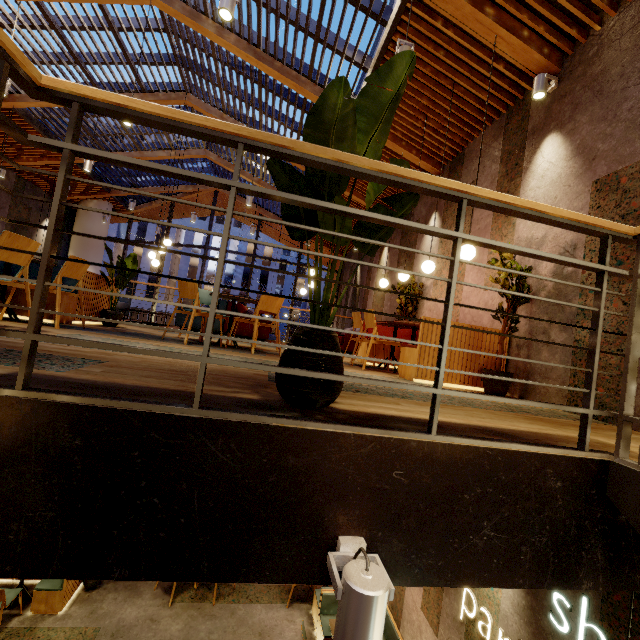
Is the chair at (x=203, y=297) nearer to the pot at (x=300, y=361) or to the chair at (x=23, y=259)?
the chair at (x=23, y=259)

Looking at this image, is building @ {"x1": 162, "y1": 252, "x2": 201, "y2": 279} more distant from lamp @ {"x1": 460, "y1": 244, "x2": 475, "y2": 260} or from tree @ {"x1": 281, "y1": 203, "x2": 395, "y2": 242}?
tree @ {"x1": 281, "y1": 203, "x2": 395, "y2": 242}

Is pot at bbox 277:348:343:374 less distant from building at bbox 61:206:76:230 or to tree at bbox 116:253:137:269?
building at bbox 61:206:76:230

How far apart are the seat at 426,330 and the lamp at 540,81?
3.0 meters

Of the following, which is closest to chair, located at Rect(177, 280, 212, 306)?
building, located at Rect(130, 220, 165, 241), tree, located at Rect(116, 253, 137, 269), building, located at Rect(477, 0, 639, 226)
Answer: building, located at Rect(477, 0, 639, 226)

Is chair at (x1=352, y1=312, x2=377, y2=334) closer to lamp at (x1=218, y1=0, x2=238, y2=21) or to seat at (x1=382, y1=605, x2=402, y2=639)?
lamp at (x1=218, y1=0, x2=238, y2=21)

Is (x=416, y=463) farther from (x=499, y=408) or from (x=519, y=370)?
(x=519, y=370)

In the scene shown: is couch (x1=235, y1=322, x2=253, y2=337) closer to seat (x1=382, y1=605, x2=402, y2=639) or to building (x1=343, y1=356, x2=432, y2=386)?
building (x1=343, y1=356, x2=432, y2=386)
